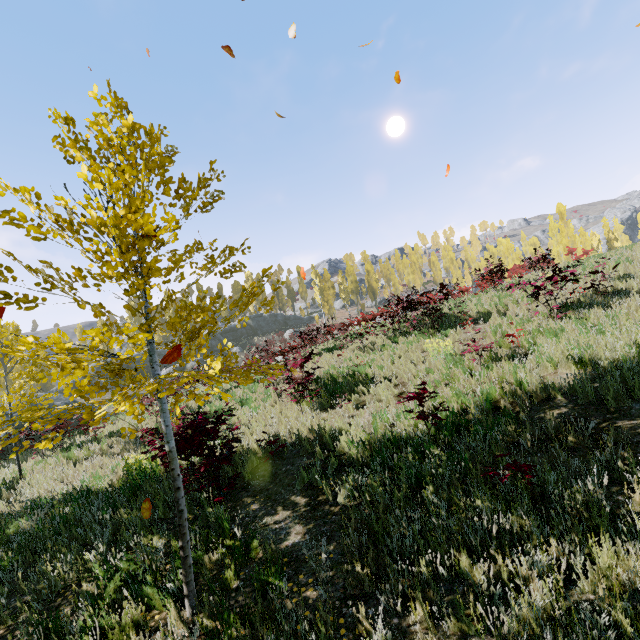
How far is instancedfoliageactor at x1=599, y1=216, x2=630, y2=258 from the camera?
15.45m

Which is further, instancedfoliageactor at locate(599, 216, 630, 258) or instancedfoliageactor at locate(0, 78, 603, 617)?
instancedfoliageactor at locate(599, 216, 630, 258)

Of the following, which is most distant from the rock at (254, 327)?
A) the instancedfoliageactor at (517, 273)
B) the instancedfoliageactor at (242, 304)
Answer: the instancedfoliageactor at (242, 304)

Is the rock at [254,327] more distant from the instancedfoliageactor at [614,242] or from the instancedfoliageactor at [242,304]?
the instancedfoliageactor at [242,304]

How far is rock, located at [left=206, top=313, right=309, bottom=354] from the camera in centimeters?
4716cm

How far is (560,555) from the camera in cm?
315

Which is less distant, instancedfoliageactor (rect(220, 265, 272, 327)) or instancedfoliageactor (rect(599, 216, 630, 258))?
instancedfoliageactor (rect(220, 265, 272, 327))

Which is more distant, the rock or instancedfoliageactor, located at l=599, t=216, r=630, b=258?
the rock
